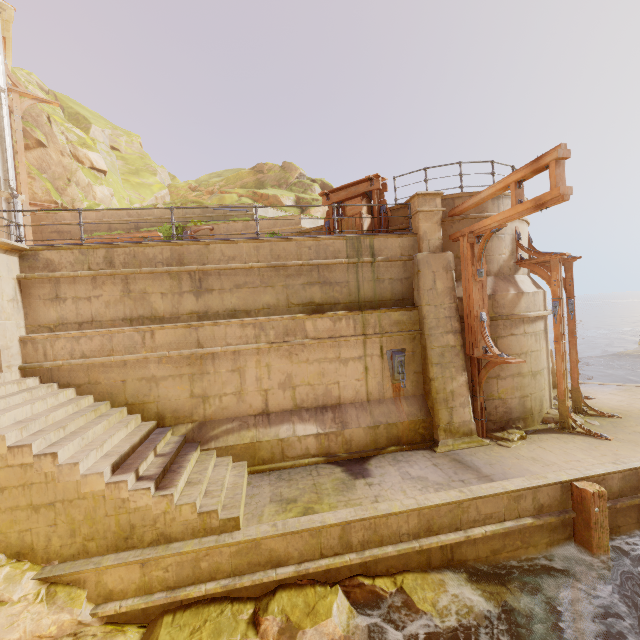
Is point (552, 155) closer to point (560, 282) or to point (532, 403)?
point (560, 282)

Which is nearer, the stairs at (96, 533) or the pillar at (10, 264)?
the stairs at (96, 533)

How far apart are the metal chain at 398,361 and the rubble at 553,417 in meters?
4.6 m

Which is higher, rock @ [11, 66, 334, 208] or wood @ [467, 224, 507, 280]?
rock @ [11, 66, 334, 208]

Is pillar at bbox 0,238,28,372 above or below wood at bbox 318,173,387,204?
below

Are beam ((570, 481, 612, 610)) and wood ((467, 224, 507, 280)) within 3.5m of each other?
no

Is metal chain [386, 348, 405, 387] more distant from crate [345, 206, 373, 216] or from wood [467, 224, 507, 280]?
crate [345, 206, 373, 216]

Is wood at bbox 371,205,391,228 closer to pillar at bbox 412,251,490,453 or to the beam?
pillar at bbox 412,251,490,453
